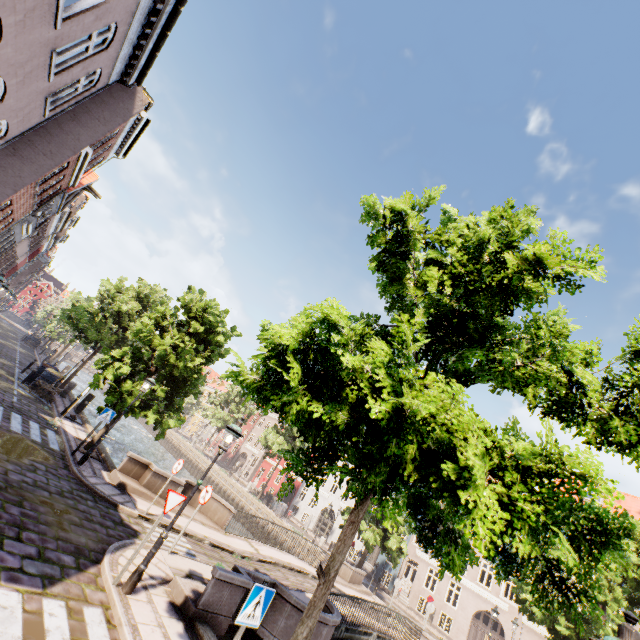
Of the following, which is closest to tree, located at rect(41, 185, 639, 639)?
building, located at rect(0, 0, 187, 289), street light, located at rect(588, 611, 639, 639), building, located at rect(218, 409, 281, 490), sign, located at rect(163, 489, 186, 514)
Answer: street light, located at rect(588, 611, 639, 639)

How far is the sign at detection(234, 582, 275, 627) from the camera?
4.46m

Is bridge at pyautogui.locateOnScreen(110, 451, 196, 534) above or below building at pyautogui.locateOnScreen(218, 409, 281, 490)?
below

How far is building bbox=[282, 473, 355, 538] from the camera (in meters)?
38.03

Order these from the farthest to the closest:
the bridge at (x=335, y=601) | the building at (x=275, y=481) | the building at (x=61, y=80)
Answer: the building at (x=275, y=481) → the bridge at (x=335, y=601) → the building at (x=61, y=80)

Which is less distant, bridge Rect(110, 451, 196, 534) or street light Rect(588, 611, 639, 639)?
street light Rect(588, 611, 639, 639)

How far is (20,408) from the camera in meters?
13.8

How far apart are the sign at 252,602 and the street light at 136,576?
3.2m
